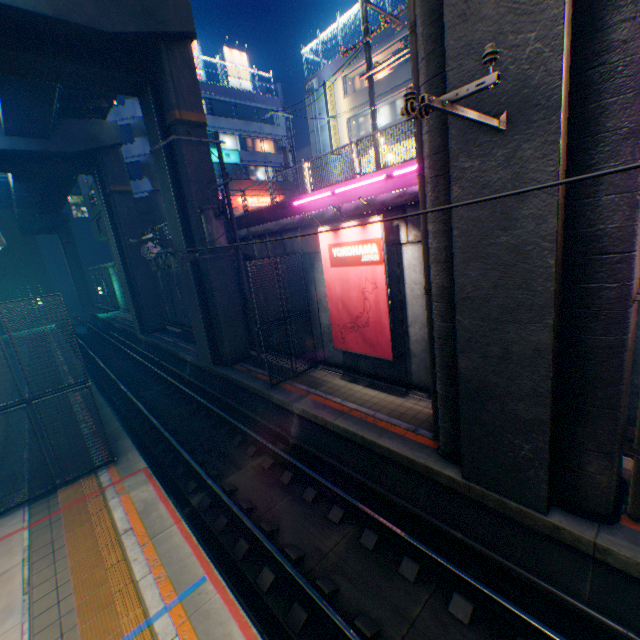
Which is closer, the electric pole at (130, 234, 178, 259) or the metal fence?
the metal fence

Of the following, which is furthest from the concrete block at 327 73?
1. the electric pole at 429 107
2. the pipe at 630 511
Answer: the electric pole at 429 107

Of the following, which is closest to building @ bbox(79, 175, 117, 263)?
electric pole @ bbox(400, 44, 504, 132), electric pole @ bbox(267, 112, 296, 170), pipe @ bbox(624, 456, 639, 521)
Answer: electric pole @ bbox(267, 112, 296, 170)

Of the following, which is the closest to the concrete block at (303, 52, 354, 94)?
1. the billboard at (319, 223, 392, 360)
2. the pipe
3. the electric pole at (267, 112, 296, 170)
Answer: the electric pole at (267, 112, 296, 170)

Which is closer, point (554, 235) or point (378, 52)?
point (554, 235)

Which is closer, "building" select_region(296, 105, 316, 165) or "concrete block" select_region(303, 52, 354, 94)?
"concrete block" select_region(303, 52, 354, 94)

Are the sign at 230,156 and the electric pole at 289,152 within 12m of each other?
yes

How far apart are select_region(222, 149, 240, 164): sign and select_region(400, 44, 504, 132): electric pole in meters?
31.9 m
